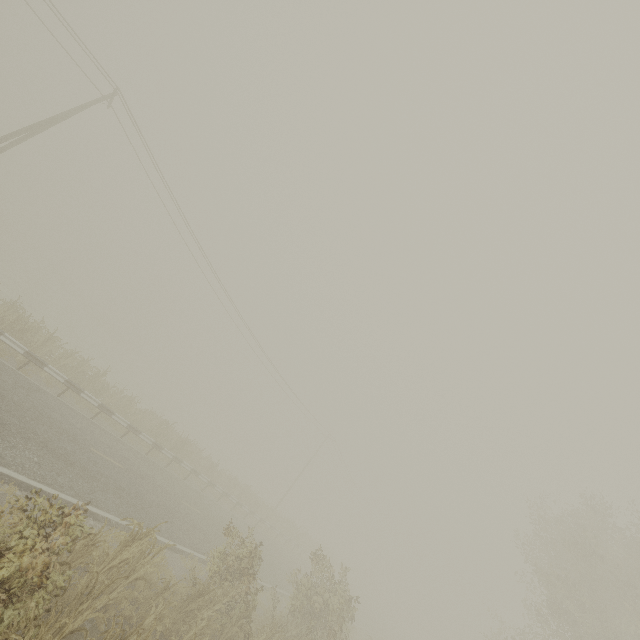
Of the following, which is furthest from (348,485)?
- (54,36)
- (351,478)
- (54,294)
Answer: (54,36)

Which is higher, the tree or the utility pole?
the tree

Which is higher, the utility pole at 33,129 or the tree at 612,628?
the tree at 612,628
